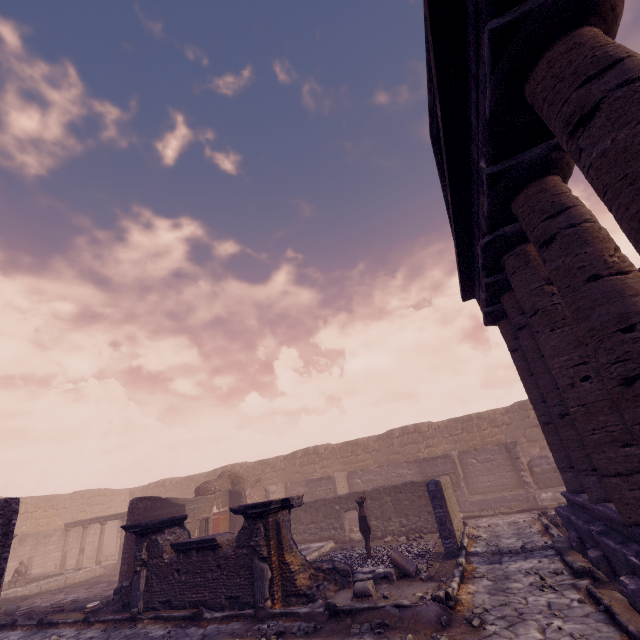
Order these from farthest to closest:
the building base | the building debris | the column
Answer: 1. the building debris
2. the building base
3. the column

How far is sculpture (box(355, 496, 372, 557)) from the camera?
10.4 meters

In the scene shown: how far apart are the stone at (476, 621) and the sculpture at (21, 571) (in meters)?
21.55

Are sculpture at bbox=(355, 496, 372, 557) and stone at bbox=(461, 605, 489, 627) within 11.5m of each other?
yes

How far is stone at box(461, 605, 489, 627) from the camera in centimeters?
513cm

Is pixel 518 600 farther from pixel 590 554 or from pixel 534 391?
pixel 534 391

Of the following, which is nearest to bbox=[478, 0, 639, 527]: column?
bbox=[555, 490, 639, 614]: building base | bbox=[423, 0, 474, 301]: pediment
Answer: bbox=[555, 490, 639, 614]: building base

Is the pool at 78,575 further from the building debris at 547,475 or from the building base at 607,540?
the building debris at 547,475
